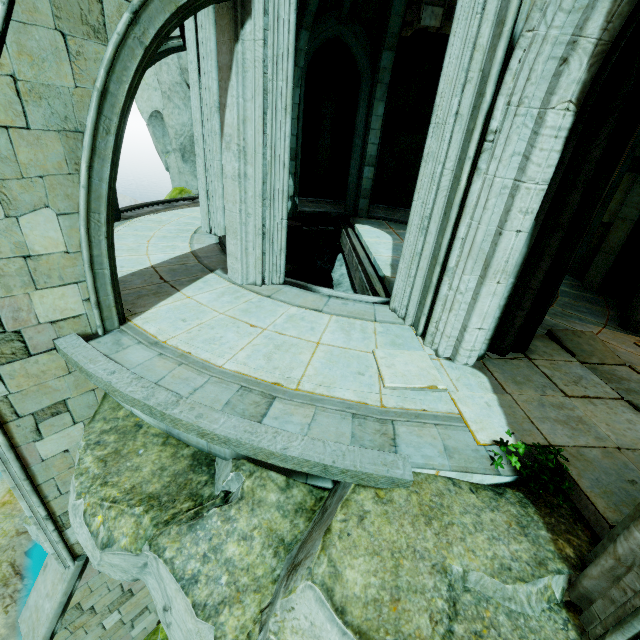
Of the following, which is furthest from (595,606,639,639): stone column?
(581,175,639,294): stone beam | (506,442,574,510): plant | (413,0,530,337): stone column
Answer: (581,175,639,294): stone beam

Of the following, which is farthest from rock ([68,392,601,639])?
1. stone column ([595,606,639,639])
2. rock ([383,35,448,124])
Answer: rock ([383,35,448,124])

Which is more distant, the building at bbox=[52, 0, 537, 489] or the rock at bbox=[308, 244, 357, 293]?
the rock at bbox=[308, 244, 357, 293]

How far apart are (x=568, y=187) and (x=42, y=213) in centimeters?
595cm

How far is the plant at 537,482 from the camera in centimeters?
282cm

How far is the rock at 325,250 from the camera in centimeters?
1168cm

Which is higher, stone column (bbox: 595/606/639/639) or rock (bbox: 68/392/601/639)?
stone column (bbox: 595/606/639/639)

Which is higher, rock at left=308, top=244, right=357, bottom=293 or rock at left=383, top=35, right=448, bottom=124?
rock at left=383, top=35, right=448, bottom=124
